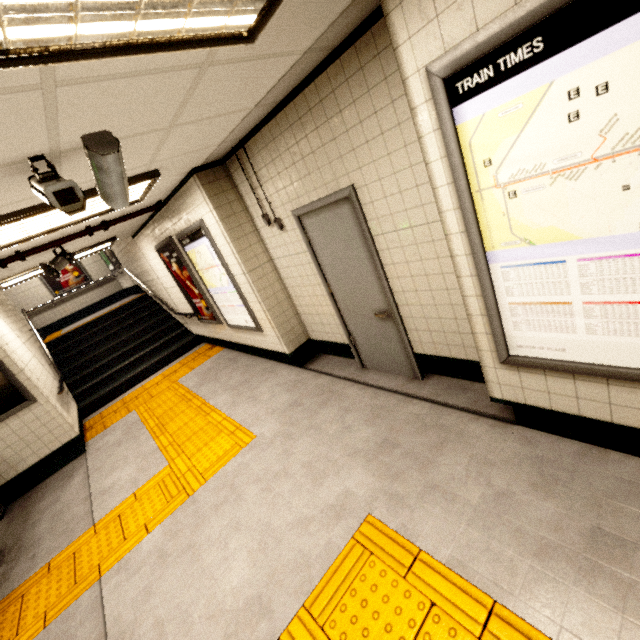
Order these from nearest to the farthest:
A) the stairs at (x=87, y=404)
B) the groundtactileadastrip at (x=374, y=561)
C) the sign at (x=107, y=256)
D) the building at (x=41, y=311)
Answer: the groundtactileadastrip at (x=374, y=561), the stairs at (x=87, y=404), the sign at (x=107, y=256), the building at (x=41, y=311)

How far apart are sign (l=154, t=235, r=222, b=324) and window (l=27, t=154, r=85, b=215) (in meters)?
3.48

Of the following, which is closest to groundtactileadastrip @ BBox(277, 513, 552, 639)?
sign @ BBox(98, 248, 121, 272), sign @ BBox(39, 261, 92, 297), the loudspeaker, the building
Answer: the loudspeaker

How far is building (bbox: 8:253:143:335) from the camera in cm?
1089

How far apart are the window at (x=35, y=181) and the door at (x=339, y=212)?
1.93m

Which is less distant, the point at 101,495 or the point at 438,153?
the point at 438,153

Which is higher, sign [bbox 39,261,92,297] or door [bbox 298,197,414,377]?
sign [bbox 39,261,92,297]

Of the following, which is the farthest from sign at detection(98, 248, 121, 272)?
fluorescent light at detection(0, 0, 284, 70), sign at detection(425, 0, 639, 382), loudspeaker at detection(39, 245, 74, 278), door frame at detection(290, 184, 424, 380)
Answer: sign at detection(425, 0, 639, 382)
